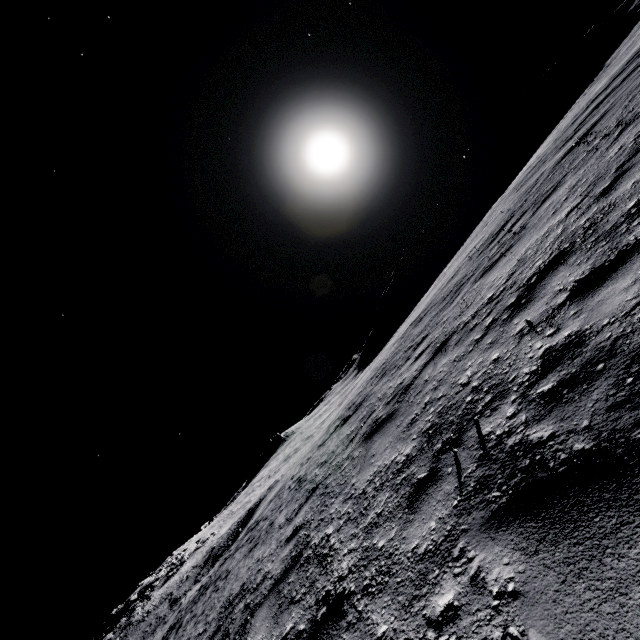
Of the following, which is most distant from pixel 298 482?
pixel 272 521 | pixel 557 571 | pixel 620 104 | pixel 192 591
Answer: pixel 192 591
